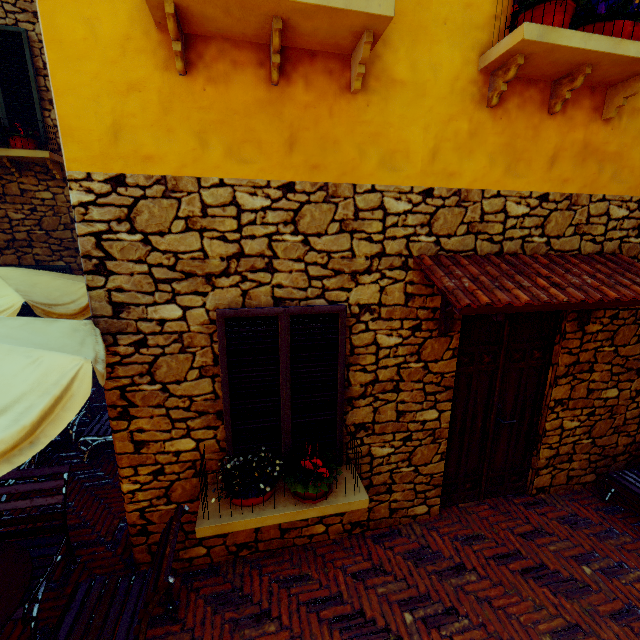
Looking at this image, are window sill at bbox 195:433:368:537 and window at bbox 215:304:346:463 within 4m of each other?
yes

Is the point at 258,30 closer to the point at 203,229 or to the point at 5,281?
the point at 203,229

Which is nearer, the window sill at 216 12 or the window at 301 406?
the window sill at 216 12

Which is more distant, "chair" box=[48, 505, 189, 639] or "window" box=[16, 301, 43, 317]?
"window" box=[16, 301, 43, 317]

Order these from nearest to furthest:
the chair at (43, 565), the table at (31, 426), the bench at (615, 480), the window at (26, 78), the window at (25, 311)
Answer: the table at (31, 426) → the chair at (43, 565) → the bench at (615, 480) → the window at (26, 78) → the window at (25, 311)

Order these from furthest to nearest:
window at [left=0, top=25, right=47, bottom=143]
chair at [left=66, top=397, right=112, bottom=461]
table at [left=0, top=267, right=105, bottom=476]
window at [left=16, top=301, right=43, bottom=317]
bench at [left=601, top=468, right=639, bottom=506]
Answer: window at [left=16, top=301, right=43, bottom=317] → window at [left=0, top=25, right=47, bottom=143] → chair at [left=66, top=397, right=112, bottom=461] → bench at [left=601, top=468, right=639, bottom=506] → table at [left=0, top=267, right=105, bottom=476]

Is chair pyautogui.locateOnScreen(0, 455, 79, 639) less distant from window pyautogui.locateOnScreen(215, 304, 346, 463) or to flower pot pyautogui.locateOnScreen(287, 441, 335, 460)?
window pyautogui.locateOnScreen(215, 304, 346, 463)

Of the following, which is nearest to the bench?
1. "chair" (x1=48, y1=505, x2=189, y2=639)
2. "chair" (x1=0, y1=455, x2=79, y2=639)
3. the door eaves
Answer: the door eaves
